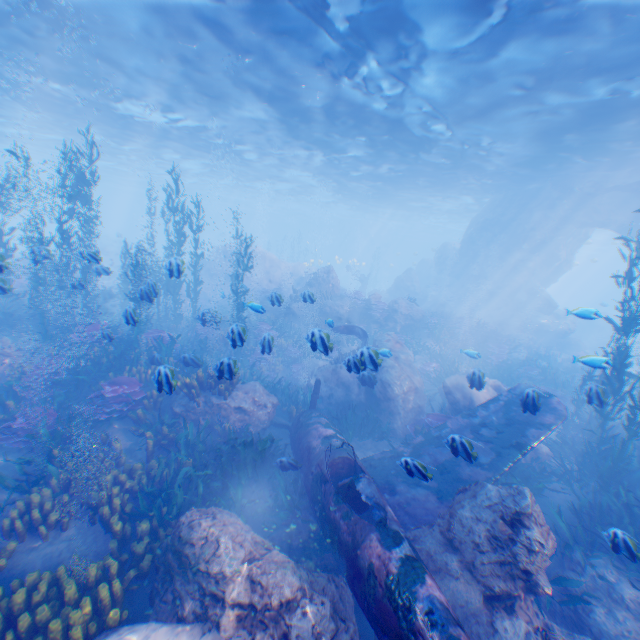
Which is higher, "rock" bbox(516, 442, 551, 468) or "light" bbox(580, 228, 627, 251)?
"light" bbox(580, 228, 627, 251)

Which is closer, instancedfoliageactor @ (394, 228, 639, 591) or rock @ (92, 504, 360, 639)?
rock @ (92, 504, 360, 639)

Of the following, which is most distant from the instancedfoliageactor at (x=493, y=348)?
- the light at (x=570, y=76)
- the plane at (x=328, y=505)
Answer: the light at (x=570, y=76)

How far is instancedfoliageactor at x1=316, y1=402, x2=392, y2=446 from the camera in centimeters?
1024cm

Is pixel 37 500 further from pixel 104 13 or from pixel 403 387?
pixel 104 13

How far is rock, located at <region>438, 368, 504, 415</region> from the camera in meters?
8.9 m

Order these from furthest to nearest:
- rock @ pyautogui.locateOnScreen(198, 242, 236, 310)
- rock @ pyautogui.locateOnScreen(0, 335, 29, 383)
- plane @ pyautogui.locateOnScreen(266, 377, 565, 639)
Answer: rock @ pyautogui.locateOnScreen(198, 242, 236, 310), rock @ pyautogui.locateOnScreen(0, 335, 29, 383), plane @ pyautogui.locateOnScreen(266, 377, 565, 639)

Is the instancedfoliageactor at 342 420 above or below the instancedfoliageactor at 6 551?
below
